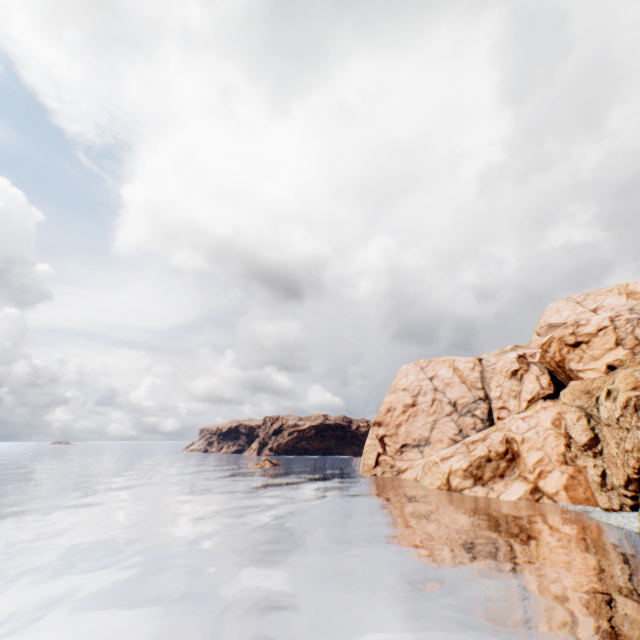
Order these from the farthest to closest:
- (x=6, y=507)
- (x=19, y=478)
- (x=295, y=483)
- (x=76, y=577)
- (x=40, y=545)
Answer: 1. (x=19, y=478)
2. (x=295, y=483)
3. (x=6, y=507)
4. (x=40, y=545)
5. (x=76, y=577)
